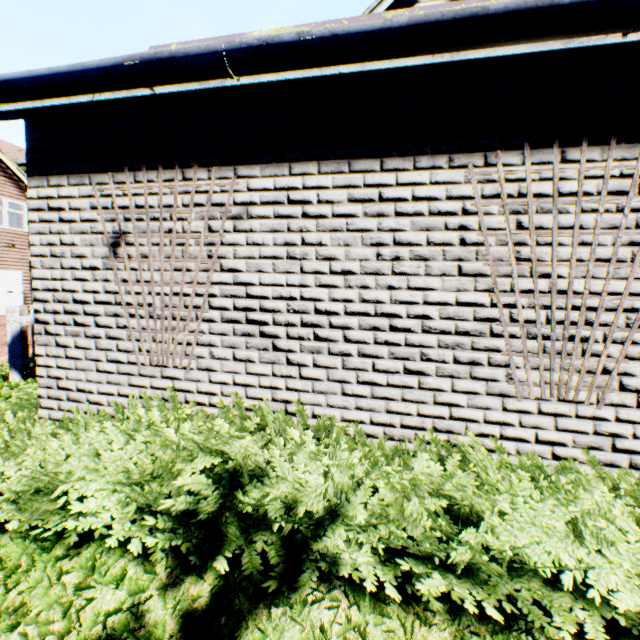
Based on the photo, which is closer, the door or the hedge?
the hedge

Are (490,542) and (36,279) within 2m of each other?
no

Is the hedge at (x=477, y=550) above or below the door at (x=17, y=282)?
below

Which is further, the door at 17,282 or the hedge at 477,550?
the door at 17,282

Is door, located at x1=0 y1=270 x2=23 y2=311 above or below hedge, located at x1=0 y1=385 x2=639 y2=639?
above
